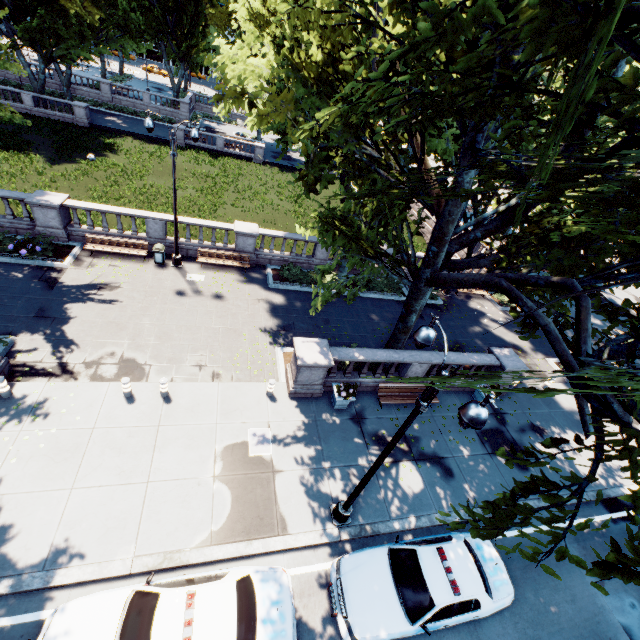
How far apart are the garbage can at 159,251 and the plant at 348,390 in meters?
12.2

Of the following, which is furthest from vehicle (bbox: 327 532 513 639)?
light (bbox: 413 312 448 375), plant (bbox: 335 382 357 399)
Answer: plant (bbox: 335 382 357 399)

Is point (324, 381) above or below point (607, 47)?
below

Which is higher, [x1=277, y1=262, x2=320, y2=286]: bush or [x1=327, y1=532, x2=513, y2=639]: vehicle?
[x1=327, y1=532, x2=513, y2=639]: vehicle

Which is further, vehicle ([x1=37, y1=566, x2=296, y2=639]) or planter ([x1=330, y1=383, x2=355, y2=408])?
planter ([x1=330, y1=383, x2=355, y2=408])

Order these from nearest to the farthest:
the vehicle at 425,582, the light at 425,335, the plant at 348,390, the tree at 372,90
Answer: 1. the tree at 372,90
2. the light at 425,335
3. the vehicle at 425,582
4. the plant at 348,390

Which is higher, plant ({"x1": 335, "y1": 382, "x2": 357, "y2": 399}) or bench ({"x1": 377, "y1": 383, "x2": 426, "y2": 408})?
plant ({"x1": 335, "y1": 382, "x2": 357, "y2": 399})

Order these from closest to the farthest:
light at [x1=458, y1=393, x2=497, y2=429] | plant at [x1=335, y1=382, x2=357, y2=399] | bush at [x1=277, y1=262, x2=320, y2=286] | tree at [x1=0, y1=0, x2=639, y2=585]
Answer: tree at [x1=0, y1=0, x2=639, y2=585]
light at [x1=458, y1=393, x2=497, y2=429]
plant at [x1=335, y1=382, x2=357, y2=399]
bush at [x1=277, y1=262, x2=320, y2=286]
